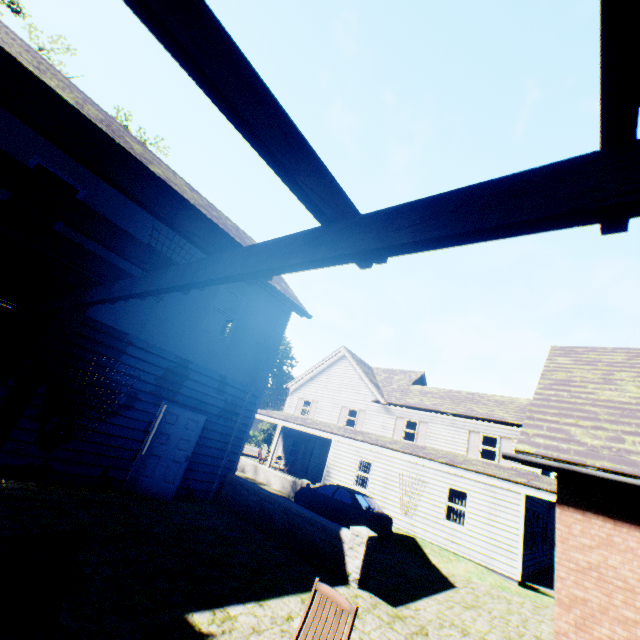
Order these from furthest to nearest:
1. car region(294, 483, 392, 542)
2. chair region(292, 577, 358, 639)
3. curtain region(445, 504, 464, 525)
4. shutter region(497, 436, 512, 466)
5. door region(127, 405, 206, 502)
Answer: shutter region(497, 436, 512, 466) < curtain region(445, 504, 464, 525) < car region(294, 483, 392, 542) < door region(127, 405, 206, 502) < chair region(292, 577, 358, 639)

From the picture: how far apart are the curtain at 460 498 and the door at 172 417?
12.6m

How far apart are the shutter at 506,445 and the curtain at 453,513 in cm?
544

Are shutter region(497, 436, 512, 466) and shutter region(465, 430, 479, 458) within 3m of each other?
yes

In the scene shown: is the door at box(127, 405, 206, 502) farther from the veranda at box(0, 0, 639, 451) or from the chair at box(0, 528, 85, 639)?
the chair at box(0, 528, 85, 639)

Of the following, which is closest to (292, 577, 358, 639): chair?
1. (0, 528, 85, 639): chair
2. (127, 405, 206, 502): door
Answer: (0, 528, 85, 639): chair

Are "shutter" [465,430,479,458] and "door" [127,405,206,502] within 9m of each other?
no

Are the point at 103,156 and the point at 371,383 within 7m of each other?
no
